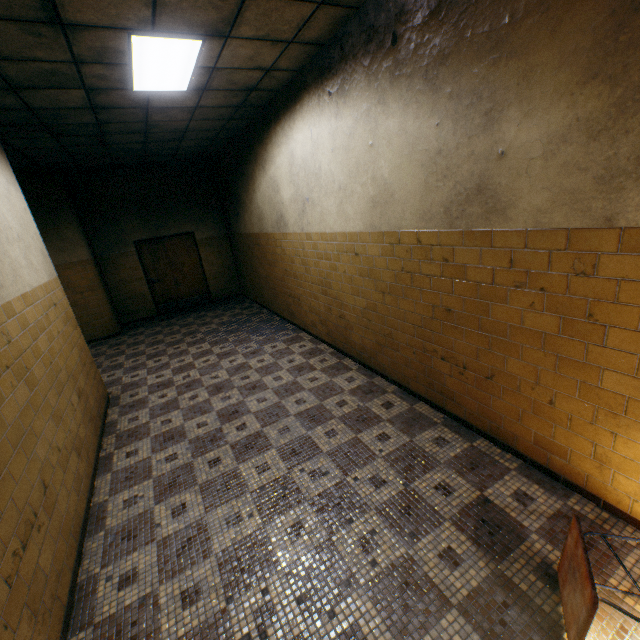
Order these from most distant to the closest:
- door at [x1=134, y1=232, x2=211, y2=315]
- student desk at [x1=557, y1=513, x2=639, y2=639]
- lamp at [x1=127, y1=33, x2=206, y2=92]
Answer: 1. door at [x1=134, y1=232, x2=211, y2=315]
2. lamp at [x1=127, y1=33, x2=206, y2=92]
3. student desk at [x1=557, y1=513, x2=639, y2=639]

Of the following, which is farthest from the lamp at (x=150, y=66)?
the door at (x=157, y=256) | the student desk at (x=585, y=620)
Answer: the door at (x=157, y=256)

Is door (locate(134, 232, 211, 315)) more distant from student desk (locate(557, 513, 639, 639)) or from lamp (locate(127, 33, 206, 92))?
student desk (locate(557, 513, 639, 639))

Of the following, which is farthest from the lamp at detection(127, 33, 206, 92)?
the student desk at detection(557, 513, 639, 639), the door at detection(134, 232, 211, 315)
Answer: the door at detection(134, 232, 211, 315)

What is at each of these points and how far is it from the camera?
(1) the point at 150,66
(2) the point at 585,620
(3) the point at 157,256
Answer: (1) lamp, 3.4m
(2) student desk, 1.5m
(3) door, 9.2m

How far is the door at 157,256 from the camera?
9.1m

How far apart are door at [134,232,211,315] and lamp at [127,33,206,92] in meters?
5.7 m
